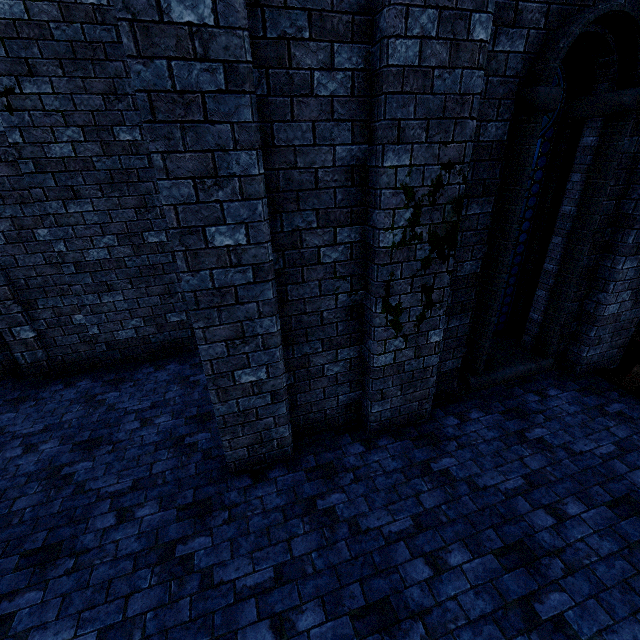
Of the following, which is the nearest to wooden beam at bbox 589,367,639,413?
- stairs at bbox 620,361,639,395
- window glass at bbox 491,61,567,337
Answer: stairs at bbox 620,361,639,395

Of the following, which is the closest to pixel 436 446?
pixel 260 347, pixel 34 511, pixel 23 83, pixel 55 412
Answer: pixel 260 347

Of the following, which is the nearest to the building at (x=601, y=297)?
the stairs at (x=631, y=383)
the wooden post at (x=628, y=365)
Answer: the wooden post at (x=628, y=365)

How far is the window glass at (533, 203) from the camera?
→ 4.0 meters

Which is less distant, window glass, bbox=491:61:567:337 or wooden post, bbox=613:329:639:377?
window glass, bbox=491:61:567:337

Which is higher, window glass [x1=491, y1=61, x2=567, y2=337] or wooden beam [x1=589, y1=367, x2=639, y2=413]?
window glass [x1=491, y1=61, x2=567, y2=337]

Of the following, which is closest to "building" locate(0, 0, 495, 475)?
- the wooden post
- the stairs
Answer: the wooden post

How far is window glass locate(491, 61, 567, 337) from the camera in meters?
4.0 m
